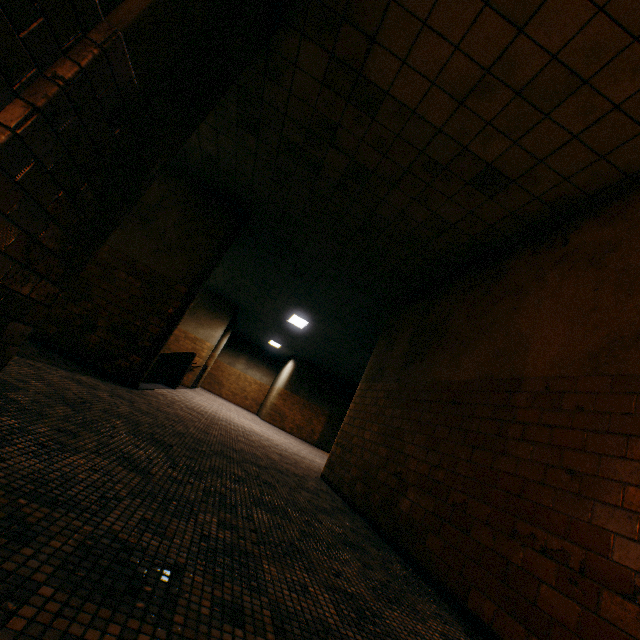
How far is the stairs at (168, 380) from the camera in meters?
8.5

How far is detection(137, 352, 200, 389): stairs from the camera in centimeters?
848cm

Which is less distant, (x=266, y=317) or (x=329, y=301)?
(x=329, y=301)
